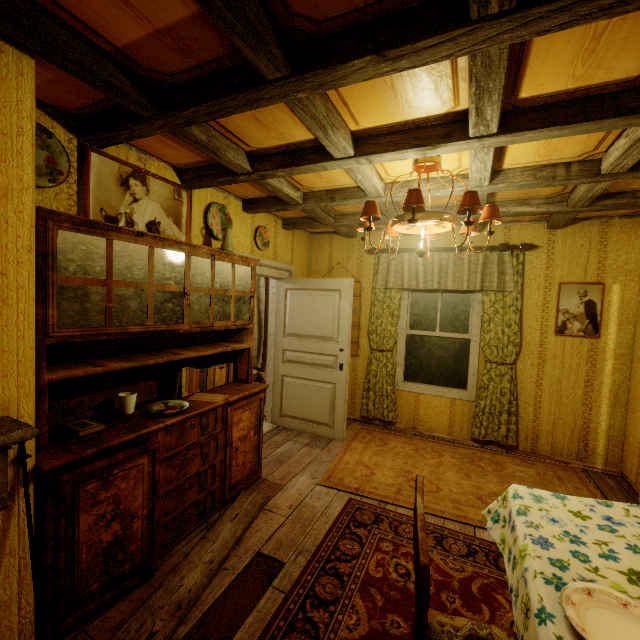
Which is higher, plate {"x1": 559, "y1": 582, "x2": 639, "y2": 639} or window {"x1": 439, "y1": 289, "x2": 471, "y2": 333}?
window {"x1": 439, "y1": 289, "x2": 471, "y2": 333}

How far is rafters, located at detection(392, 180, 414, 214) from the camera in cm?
285

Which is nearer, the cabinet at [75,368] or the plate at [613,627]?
the plate at [613,627]

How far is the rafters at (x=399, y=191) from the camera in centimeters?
285cm

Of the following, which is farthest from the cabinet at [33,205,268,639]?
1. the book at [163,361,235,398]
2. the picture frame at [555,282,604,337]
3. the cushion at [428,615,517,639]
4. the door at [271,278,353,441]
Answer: the picture frame at [555,282,604,337]

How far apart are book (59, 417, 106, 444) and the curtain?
3.45m

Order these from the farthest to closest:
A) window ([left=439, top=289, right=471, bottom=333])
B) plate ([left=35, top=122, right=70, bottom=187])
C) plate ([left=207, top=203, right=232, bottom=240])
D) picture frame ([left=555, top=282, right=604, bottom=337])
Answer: window ([left=439, top=289, right=471, bottom=333]) < picture frame ([left=555, top=282, right=604, bottom=337]) < plate ([left=207, top=203, right=232, bottom=240]) < plate ([left=35, top=122, right=70, bottom=187])

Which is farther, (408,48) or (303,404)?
(303,404)
